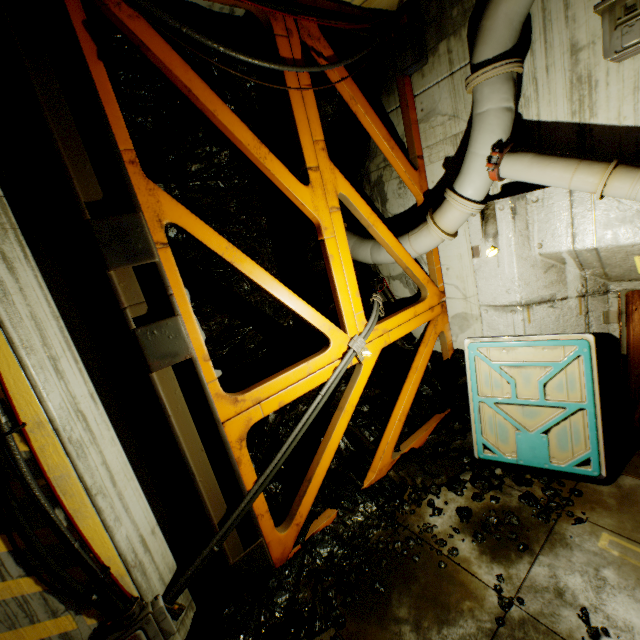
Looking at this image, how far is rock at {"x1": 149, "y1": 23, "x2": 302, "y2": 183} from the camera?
3.7m

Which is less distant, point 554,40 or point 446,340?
point 554,40

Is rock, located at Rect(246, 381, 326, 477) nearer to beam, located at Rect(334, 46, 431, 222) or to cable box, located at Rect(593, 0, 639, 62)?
beam, located at Rect(334, 46, 431, 222)

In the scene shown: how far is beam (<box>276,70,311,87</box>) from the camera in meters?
4.0 m

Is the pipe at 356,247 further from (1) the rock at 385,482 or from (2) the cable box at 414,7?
(2) the cable box at 414,7

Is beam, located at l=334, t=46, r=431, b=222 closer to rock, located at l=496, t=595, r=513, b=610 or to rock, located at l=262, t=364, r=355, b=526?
rock, located at l=262, t=364, r=355, b=526

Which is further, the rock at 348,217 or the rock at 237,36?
the rock at 348,217
